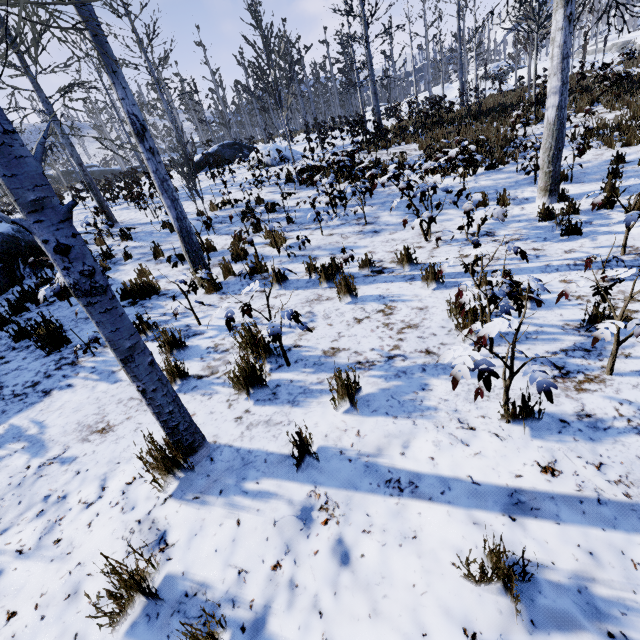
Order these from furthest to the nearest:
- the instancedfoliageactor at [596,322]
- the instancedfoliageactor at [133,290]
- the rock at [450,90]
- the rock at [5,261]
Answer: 1. the rock at [450,90]
2. the rock at [5,261]
3. the instancedfoliageactor at [133,290]
4. the instancedfoliageactor at [596,322]

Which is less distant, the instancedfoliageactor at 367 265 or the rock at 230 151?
the instancedfoliageactor at 367 265

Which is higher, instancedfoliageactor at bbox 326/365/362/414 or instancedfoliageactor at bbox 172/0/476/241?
instancedfoliageactor at bbox 172/0/476/241

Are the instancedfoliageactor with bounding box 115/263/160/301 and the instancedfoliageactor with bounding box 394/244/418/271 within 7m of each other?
yes

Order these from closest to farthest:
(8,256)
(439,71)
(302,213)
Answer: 1. (8,256)
2. (302,213)
3. (439,71)

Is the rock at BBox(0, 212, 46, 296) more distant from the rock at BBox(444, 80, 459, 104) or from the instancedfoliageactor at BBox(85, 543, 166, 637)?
the rock at BBox(444, 80, 459, 104)

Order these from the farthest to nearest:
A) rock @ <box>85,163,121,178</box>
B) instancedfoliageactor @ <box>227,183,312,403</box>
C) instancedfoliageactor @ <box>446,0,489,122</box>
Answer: rock @ <box>85,163,121,178</box>, instancedfoliageactor @ <box>446,0,489,122</box>, instancedfoliageactor @ <box>227,183,312,403</box>
